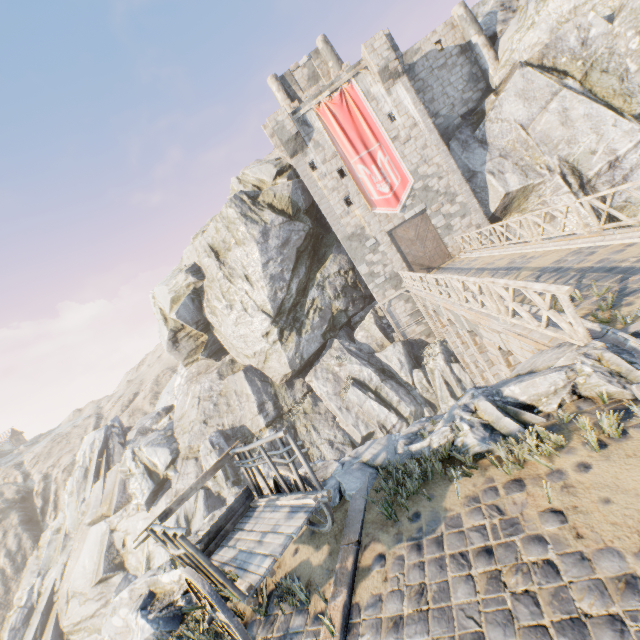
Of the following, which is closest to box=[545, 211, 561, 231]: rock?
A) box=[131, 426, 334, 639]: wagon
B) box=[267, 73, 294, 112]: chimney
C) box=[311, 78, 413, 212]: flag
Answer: box=[131, 426, 334, 639]: wagon

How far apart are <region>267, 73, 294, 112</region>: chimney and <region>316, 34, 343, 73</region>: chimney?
3.2m

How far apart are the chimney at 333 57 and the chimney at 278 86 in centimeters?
319cm

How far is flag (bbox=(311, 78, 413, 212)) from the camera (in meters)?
21.17

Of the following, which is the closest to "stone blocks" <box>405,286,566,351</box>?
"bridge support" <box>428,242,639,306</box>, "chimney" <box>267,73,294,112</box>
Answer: "bridge support" <box>428,242,639,306</box>

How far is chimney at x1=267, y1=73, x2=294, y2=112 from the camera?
26.02m

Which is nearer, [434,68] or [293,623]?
[293,623]

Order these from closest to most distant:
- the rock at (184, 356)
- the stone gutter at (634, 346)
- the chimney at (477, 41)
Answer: the stone gutter at (634, 346) → the rock at (184, 356) → the chimney at (477, 41)
